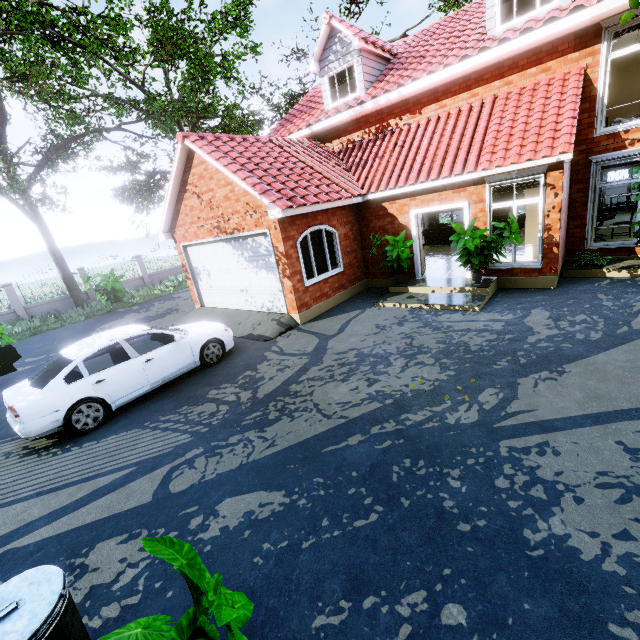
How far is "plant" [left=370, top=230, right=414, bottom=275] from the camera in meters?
9.4 m

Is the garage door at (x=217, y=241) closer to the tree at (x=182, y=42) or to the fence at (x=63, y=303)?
the tree at (x=182, y=42)

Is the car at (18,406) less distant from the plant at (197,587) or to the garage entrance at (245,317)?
the garage entrance at (245,317)

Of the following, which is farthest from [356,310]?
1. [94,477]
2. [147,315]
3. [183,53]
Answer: [183,53]

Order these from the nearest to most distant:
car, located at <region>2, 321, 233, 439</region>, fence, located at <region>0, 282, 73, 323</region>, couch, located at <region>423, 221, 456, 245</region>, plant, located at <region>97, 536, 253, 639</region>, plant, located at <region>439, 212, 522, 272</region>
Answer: plant, located at <region>97, 536, 253, 639</region>
car, located at <region>2, 321, 233, 439</region>
plant, located at <region>439, 212, 522, 272</region>
couch, located at <region>423, 221, 456, 245</region>
fence, located at <region>0, 282, 73, 323</region>

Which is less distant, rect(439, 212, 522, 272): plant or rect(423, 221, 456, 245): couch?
rect(439, 212, 522, 272): plant

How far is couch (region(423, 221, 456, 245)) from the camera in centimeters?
1545cm

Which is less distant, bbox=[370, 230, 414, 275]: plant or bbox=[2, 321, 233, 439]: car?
bbox=[2, 321, 233, 439]: car
